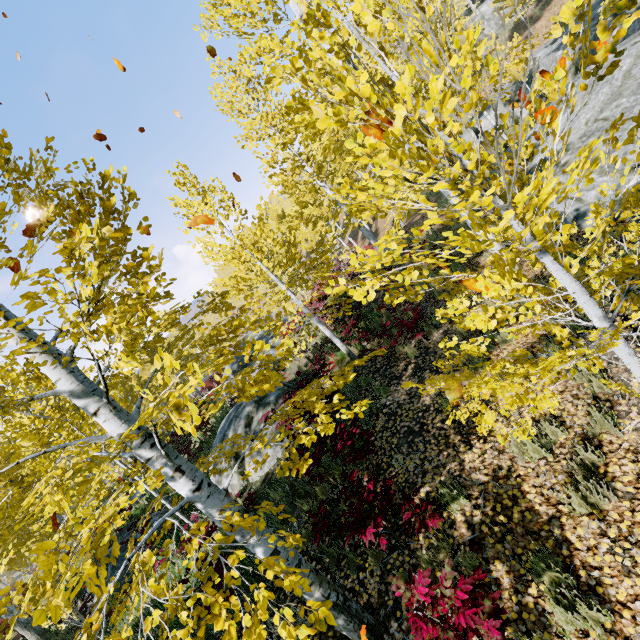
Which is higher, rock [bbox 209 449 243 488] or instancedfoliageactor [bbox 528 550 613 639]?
rock [bbox 209 449 243 488]

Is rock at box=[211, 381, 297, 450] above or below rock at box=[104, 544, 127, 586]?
above

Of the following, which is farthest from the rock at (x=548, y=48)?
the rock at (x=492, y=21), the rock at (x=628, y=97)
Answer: the rock at (x=628, y=97)

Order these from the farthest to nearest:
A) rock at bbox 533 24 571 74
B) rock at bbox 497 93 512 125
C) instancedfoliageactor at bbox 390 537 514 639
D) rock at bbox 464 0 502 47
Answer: rock at bbox 464 0 502 47 → rock at bbox 497 93 512 125 → rock at bbox 533 24 571 74 → instancedfoliageactor at bbox 390 537 514 639

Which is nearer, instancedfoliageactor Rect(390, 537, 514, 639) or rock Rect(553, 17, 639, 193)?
instancedfoliageactor Rect(390, 537, 514, 639)

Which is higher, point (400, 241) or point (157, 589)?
point (157, 589)

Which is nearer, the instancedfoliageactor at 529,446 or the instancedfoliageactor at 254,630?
the instancedfoliageactor at 254,630

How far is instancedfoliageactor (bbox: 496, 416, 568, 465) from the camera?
2.5 meters
